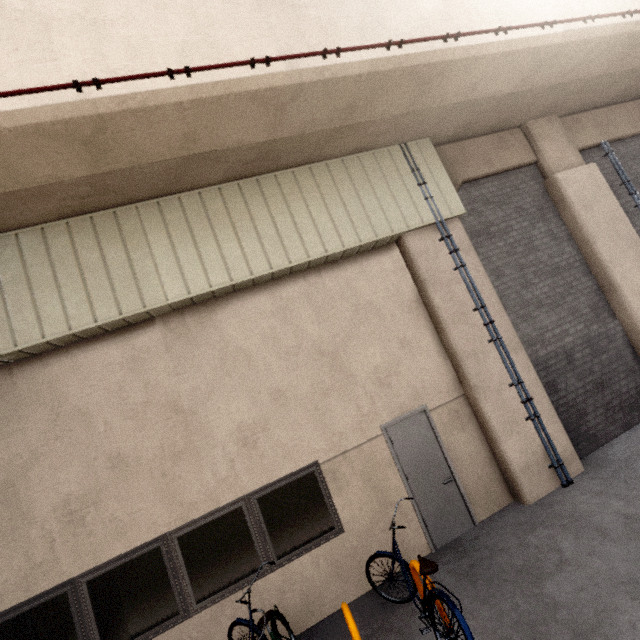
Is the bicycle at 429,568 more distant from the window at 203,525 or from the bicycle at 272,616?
the bicycle at 272,616

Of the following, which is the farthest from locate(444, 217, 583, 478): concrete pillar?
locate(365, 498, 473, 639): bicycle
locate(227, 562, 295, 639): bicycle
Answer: locate(227, 562, 295, 639): bicycle

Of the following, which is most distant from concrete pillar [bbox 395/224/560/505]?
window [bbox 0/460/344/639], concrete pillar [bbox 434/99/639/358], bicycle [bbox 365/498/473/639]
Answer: window [bbox 0/460/344/639]

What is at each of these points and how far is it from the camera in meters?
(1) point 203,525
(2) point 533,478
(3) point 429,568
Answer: (1) window, 4.7 m
(2) concrete pillar, 5.5 m
(3) bicycle, 3.6 m

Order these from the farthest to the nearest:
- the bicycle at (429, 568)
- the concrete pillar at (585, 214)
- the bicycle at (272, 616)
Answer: the concrete pillar at (585, 214)
the bicycle at (272, 616)
the bicycle at (429, 568)

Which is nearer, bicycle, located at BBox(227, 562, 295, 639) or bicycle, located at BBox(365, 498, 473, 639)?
bicycle, located at BBox(365, 498, 473, 639)

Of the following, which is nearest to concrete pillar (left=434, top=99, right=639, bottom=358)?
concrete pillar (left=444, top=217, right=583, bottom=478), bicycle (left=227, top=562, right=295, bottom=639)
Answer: concrete pillar (left=444, top=217, right=583, bottom=478)

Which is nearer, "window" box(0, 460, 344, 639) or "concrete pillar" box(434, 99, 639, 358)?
"window" box(0, 460, 344, 639)
